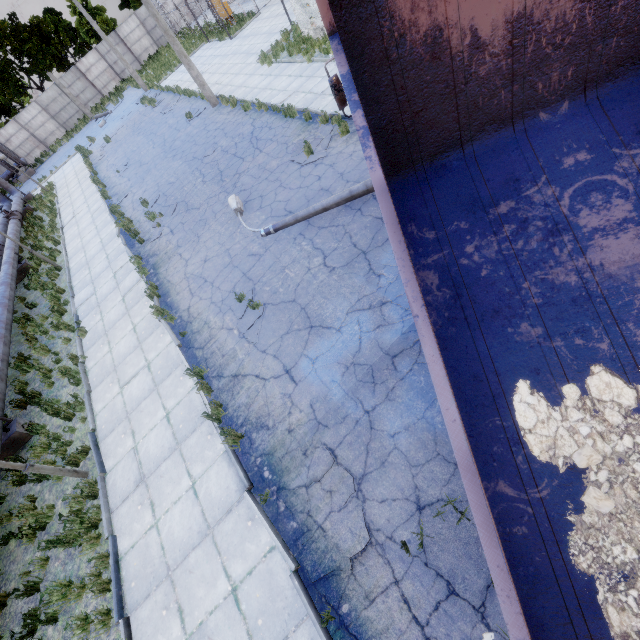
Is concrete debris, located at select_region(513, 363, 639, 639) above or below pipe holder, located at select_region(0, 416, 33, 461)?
above

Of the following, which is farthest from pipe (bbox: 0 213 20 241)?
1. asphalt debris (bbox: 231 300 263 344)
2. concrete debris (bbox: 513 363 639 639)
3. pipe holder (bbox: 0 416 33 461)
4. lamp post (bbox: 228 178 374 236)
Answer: lamp post (bbox: 228 178 374 236)

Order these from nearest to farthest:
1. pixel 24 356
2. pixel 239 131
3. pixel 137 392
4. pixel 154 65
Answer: pixel 137 392 → pixel 24 356 → pixel 239 131 → pixel 154 65

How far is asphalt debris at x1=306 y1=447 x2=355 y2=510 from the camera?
5.04m

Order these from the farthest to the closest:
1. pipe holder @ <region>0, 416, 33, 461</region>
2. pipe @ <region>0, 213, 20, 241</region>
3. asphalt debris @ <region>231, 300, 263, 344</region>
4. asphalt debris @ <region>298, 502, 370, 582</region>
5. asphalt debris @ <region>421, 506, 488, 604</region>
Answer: pipe @ <region>0, 213, 20, 241</region>, pipe holder @ <region>0, 416, 33, 461</region>, asphalt debris @ <region>231, 300, 263, 344</region>, asphalt debris @ <region>298, 502, 370, 582</region>, asphalt debris @ <region>421, 506, 488, 604</region>

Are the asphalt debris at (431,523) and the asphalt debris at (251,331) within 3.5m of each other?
no

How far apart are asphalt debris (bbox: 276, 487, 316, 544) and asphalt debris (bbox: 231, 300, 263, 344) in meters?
3.0 m

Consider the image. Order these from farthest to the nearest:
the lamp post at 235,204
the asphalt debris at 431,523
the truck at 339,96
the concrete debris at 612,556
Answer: the lamp post at 235,204 → the truck at 339,96 → the asphalt debris at 431,523 → the concrete debris at 612,556
